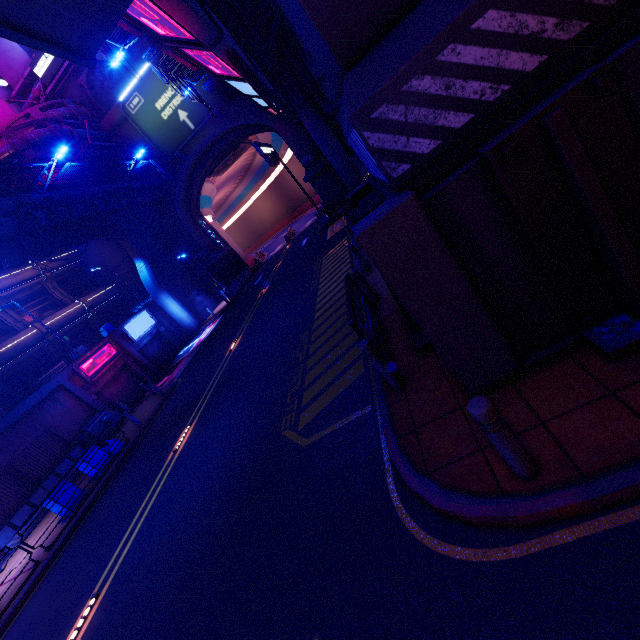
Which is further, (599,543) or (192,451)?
(192,451)

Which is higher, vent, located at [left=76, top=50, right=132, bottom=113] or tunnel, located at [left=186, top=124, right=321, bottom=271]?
vent, located at [left=76, top=50, right=132, bottom=113]

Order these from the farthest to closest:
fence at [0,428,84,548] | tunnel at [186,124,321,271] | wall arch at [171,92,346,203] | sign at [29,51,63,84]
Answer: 1. tunnel at [186,124,321,271]
2. wall arch at [171,92,346,203]
3. sign at [29,51,63,84]
4. fence at [0,428,84,548]

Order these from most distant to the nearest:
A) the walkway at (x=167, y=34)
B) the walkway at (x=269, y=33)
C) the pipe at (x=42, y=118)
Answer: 1. the pipe at (x=42, y=118)
2. the walkway at (x=269, y=33)
3. the walkway at (x=167, y=34)

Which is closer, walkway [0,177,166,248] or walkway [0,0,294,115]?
walkway [0,0,294,115]

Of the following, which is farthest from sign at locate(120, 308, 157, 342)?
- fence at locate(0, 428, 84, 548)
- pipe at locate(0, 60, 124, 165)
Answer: pipe at locate(0, 60, 124, 165)

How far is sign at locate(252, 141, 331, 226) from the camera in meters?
20.0

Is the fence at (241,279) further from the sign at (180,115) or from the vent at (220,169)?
the sign at (180,115)
